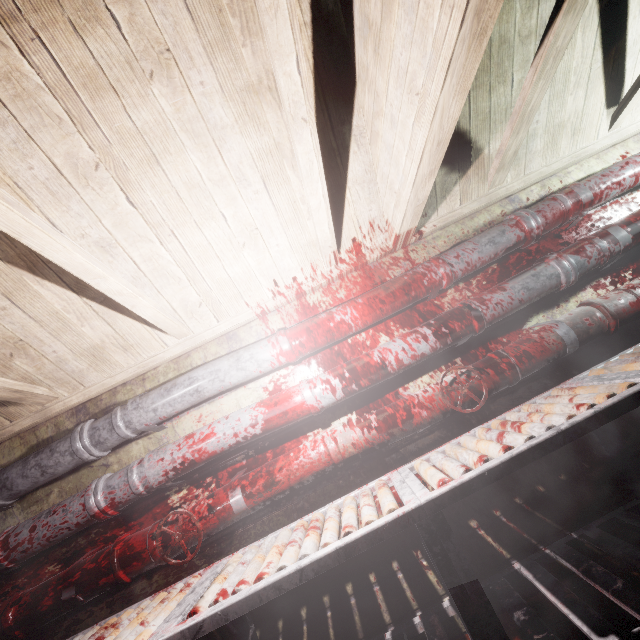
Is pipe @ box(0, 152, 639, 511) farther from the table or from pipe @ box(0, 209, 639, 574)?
the table

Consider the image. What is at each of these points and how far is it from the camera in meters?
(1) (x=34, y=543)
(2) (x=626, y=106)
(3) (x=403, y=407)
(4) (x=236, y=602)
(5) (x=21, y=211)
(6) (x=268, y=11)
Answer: (1) pipe, 1.7
(2) beam, 2.0
(3) pipe, 1.7
(4) table, 1.1
(5) beam, 1.1
(6) beam, 0.9

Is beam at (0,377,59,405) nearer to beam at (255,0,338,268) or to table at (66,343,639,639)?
beam at (255,0,338,268)

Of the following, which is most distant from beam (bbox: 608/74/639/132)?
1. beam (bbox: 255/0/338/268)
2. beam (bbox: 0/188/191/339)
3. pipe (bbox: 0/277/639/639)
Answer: beam (bbox: 0/188/191/339)

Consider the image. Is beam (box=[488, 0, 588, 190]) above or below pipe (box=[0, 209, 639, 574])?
above

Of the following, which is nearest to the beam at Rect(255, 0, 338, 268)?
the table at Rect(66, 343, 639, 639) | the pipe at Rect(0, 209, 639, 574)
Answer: the pipe at Rect(0, 209, 639, 574)

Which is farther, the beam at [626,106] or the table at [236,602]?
the beam at [626,106]

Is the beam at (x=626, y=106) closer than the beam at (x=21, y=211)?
No
